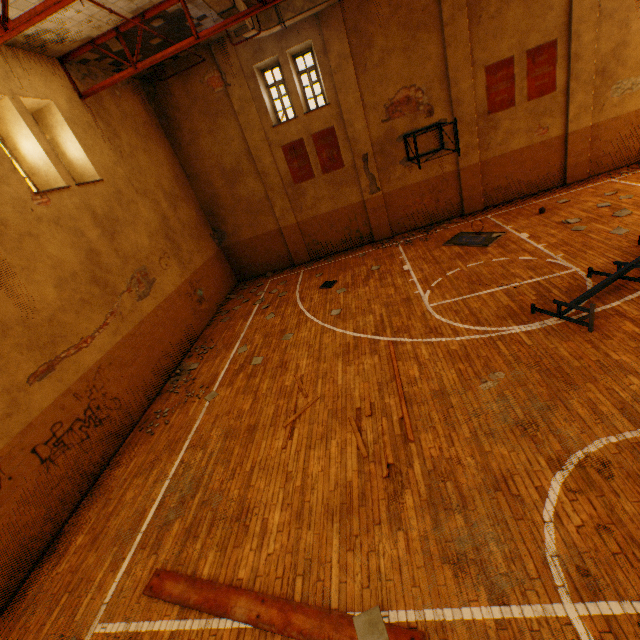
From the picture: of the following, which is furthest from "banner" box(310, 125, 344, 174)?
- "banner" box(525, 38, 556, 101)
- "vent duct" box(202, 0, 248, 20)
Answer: "banner" box(525, 38, 556, 101)

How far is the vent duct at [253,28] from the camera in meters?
9.0

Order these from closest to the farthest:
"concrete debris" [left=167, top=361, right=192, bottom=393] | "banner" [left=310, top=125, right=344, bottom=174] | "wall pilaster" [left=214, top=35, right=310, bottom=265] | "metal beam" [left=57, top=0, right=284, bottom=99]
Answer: "metal beam" [left=57, top=0, right=284, bottom=99] < "concrete debris" [left=167, top=361, right=192, bottom=393] < "wall pilaster" [left=214, top=35, right=310, bottom=265] < "banner" [left=310, top=125, right=344, bottom=174]

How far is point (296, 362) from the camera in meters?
8.6 m

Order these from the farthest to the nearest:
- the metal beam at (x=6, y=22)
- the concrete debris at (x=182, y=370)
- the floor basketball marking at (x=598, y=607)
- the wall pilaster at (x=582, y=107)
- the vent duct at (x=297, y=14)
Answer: the wall pilaster at (x=582, y=107) → the vent duct at (x=297, y=14) → the concrete debris at (x=182, y=370) → the metal beam at (x=6, y=22) → the floor basketball marking at (x=598, y=607)

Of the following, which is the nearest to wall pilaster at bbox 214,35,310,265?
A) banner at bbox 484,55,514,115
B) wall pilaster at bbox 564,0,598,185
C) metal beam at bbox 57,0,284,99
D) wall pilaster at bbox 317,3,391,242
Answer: wall pilaster at bbox 317,3,391,242

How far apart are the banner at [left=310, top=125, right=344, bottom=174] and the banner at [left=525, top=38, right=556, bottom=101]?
7.0 meters

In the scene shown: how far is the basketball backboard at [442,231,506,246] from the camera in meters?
11.0
